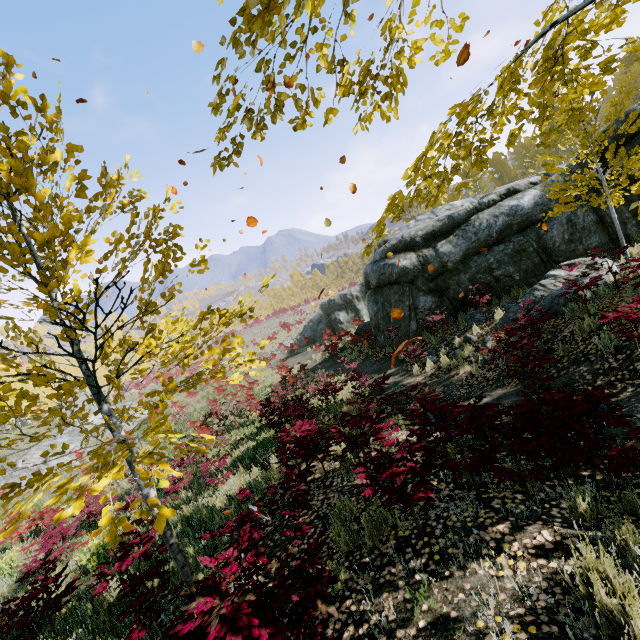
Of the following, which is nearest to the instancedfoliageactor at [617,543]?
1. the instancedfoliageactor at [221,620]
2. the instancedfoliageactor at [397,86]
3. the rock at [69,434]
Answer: the instancedfoliageactor at [397,86]

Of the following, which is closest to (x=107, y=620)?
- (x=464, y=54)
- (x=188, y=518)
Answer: (x=188, y=518)

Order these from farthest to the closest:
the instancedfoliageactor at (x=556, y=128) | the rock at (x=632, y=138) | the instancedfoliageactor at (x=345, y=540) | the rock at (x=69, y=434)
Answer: the rock at (x=69, y=434), the rock at (x=632, y=138), the instancedfoliageactor at (x=345, y=540), the instancedfoliageactor at (x=556, y=128)

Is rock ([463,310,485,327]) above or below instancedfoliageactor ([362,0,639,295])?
below

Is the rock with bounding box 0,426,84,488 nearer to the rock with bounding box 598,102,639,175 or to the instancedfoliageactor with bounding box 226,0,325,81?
the rock with bounding box 598,102,639,175

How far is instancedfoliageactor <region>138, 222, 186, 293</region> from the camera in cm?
299

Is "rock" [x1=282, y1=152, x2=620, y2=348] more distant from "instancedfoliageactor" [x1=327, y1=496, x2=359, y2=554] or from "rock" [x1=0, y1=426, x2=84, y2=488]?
"rock" [x1=0, y1=426, x2=84, y2=488]

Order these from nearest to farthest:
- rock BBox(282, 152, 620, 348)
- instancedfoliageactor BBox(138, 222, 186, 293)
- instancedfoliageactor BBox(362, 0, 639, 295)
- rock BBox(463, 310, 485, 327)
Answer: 1. instancedfoliageactor BBox(362, 0, 639, 295)
2. instancedfoliageactor BBox(138, 222, 186, 293)
3. rock BBox(282, 152, 620, 348)
4. rock BBox(463, 310, 485, 327)
